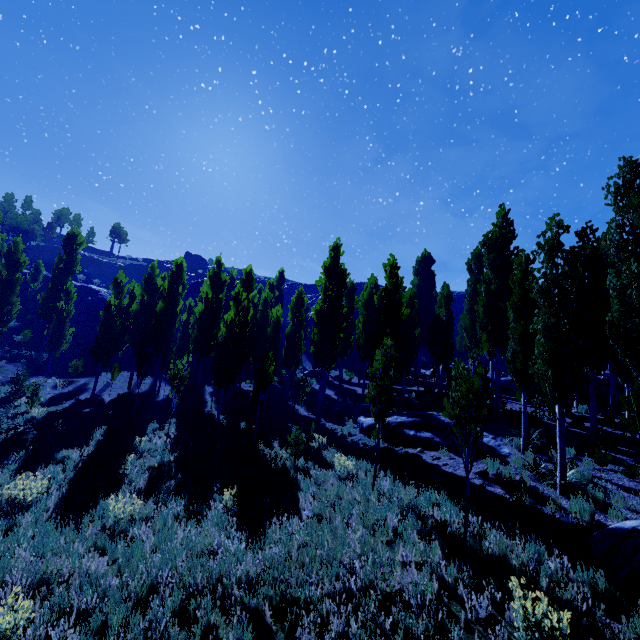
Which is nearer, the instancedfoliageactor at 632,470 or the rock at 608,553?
the rock at 608,553

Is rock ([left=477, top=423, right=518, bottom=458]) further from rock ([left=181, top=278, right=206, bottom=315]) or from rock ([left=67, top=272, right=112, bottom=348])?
rock ([left=181, top=278, right=206, bottom=315])

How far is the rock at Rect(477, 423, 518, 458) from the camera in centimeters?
1187cm

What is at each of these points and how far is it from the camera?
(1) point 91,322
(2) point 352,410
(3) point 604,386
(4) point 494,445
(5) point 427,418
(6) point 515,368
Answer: (1) rock, 39.8 meters
(2) rock, 21.2 meters
(3) rock, 21.0 meters
(4) rock, 12.7 meters
(5) rock, 15.4 meters
(6) instancedfoliageactor, 12.5 meters

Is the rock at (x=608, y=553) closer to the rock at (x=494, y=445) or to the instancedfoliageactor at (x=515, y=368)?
the instancedfoliageactor at (x=515, y=368)

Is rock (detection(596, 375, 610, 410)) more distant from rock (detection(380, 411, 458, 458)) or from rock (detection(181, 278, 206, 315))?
rock (detection(181, 278, 206, 315))

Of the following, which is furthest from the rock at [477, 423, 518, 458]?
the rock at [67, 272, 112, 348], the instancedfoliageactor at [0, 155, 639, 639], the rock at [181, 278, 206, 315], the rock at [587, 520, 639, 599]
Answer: the rock at [181, 278, 206, 315]
